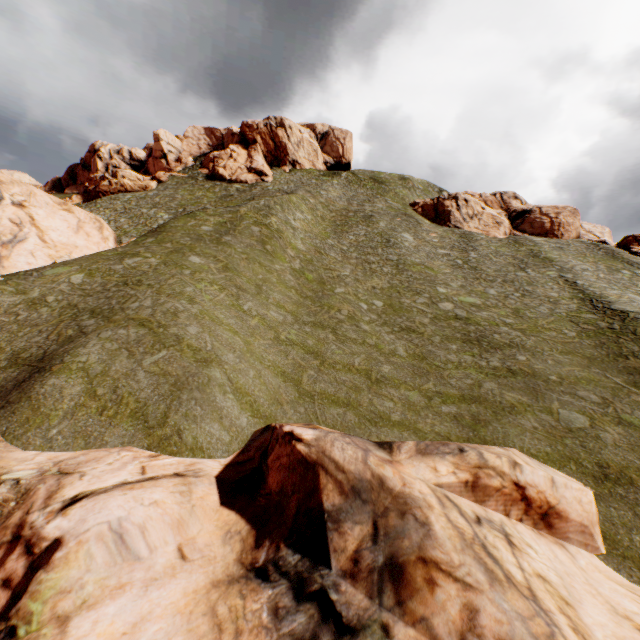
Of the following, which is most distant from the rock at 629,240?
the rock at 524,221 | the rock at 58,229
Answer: the rock at 58,229

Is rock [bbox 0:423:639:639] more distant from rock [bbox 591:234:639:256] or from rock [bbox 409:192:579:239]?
rock [bbox 591:234:639:256]

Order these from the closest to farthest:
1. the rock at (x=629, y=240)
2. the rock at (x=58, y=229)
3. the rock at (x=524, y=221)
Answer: the rock at (x=58, y=229) → the rock at (x=629, y=240) → the rock at (x=524, y=221)

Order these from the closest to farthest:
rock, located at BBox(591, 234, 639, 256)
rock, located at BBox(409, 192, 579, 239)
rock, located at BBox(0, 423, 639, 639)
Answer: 1. rock, located at BBox(0, 423, 639, 639)
2. rock, located at BBox(591, 234, 639, 256)
3. rock, located at BBox(409, 192, 579, 239)

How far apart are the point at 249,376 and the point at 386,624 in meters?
10.4 m

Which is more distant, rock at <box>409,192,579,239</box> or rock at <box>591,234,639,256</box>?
rock at <box>409,192,579,239</box>

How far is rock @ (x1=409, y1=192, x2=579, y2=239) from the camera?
47.3m

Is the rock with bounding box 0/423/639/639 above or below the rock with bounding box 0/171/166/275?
below
